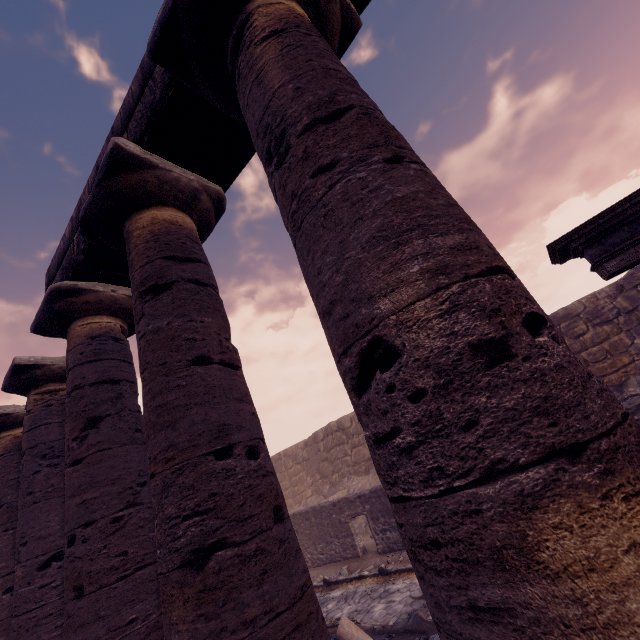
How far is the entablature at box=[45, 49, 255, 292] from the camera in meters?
3.2 m

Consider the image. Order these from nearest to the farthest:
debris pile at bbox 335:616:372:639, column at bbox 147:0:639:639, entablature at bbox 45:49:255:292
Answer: column at bbox 147:0:639:639, entablature at bbox 45:49:255:292, debris pile at bbox 335:616:372:639

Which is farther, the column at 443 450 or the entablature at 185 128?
the entablature at 185 128

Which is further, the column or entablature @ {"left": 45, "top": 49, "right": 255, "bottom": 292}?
entablature @ {"left": 45, "top": 49, "right": 255, "bottom": 292}

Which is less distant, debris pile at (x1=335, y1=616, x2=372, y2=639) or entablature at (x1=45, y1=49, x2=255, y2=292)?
entablature at (x1=45, y1=49, x2=255, y2=292)

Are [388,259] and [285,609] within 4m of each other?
yes

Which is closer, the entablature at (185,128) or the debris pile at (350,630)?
the entablature at (185,128)

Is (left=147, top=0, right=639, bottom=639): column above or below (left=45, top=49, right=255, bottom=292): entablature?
below
